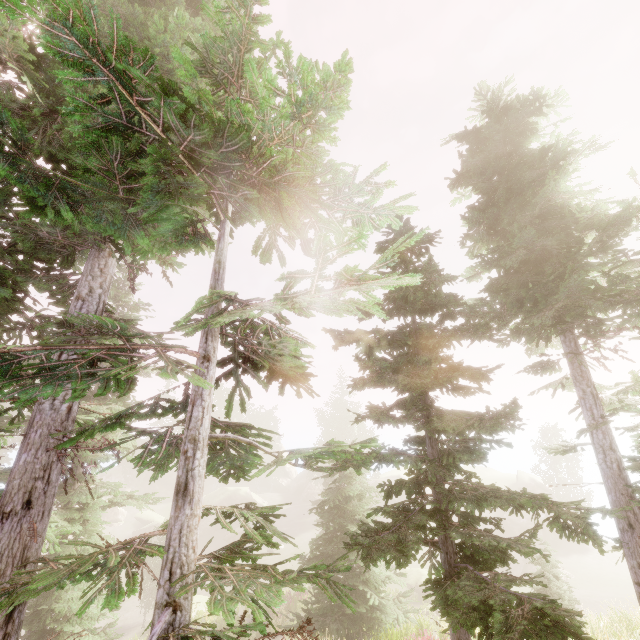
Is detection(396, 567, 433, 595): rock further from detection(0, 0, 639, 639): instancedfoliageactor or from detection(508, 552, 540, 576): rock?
detection(508, 552, 540, 576): rock

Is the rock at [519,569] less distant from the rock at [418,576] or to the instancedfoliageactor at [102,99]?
the rock at [418,576]

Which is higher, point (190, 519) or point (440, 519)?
point (190, 519)

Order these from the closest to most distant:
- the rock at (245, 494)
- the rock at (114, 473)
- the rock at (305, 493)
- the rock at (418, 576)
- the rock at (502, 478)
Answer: the rock at (418, 576) → the rock at (502, 478) → the rock at (245, 494) → the rock at (114, 473) → the rock at (305, 493)

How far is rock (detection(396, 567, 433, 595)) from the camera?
26.7m

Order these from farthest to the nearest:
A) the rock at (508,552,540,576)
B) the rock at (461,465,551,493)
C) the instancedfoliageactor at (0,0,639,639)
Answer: the rock at (461,465,551,493) → the rock at (508,552,540,576) → the instancedfoliageactor at (0,0,639,639)

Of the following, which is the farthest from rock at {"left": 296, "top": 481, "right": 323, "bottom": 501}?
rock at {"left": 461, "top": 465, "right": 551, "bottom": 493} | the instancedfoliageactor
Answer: rock at {"left": 461, "top": 465, "right": 551, "bottom": 493}

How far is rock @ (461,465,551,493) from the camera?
41.8 meters
